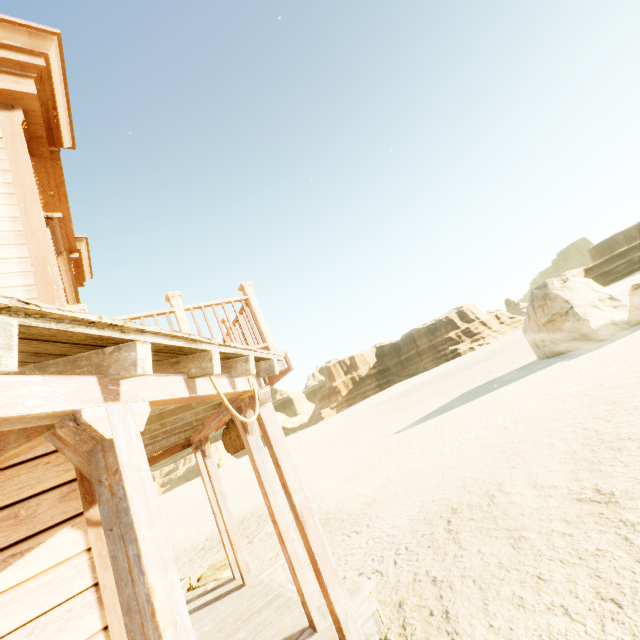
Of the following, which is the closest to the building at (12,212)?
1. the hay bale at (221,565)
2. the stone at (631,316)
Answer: the hay bale at (221,565)

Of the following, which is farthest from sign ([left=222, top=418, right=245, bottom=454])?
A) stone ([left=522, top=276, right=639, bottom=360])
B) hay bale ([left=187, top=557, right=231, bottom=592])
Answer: stone ([left=522, top=276, right=639, bottom=360])

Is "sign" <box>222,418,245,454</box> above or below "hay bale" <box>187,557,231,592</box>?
above

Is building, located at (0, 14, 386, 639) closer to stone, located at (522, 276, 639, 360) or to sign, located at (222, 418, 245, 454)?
sign, located at (222, 418, 245, 454)

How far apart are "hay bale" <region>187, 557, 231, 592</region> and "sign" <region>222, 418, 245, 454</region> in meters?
2.9

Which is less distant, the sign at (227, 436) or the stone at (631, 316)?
the sign at (227, 436)

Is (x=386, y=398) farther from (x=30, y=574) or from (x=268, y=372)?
(x=30, y=574)

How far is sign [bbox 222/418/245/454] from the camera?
5.2 meters
